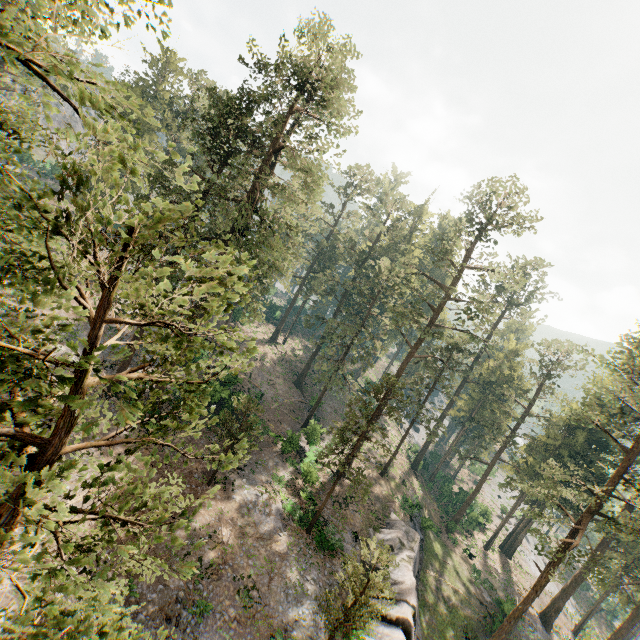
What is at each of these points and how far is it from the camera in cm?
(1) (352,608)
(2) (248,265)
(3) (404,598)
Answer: (1) foliage, 1664
(2) foliage, 536
(3) rock, 2256

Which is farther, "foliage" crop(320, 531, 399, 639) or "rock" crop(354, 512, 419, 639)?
"rock" crop(354, 512, 419, 639)

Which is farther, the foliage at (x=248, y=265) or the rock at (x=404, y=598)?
the rock at (x=404, y=598)

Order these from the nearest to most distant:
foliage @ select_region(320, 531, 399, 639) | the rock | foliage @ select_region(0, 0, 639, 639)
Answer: foliage @ select_region(0, 0, 639, 639), foliage @ select_region(320, 531, 399, 639), the rock

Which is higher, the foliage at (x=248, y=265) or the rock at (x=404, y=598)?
the foliage at (x=248, y=265)

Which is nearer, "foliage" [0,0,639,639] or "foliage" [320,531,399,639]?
"foliage" [0,0,639,639]

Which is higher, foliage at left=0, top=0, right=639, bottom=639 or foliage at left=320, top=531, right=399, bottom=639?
foliage at left=0, top=0, right=639, bottom=639
